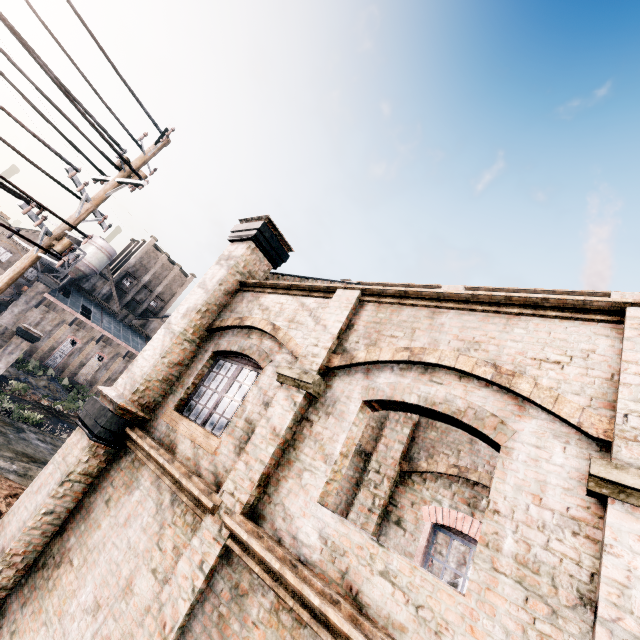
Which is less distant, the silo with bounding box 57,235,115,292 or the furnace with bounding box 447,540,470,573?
the furnace with bounding box 447,540,470,573

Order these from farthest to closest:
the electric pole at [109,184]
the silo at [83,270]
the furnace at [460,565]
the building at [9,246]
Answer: the silo at [83,270] → the building at [9,246] → the furnace at [460,565] → the electric pole at [109,184]

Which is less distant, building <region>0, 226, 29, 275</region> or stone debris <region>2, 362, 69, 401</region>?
stone debris <region>2, 362, 69, 401</region>

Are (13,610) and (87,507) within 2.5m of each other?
yes

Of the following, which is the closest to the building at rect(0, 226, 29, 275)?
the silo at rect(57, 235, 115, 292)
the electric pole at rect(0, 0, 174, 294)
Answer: the silo at rect(57, 235, 115, 292)

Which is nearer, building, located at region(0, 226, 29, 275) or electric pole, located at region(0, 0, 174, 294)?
electric pole, located at region(0, 0, 174, 294)

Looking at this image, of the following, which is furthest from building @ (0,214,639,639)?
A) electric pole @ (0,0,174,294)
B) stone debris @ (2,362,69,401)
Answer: stone debris @ (2,362,69,401)

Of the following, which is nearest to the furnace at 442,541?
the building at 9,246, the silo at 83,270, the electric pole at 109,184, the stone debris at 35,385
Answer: the electric pole at 109,184
